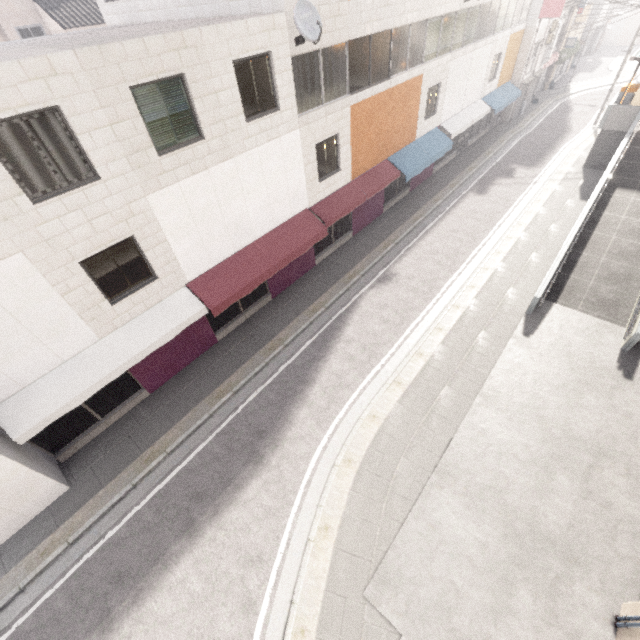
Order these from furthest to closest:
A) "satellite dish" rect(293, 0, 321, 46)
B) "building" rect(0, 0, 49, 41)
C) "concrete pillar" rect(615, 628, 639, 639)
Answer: "building" rect(0, 0, 49, 41) → "satellite dish" rect(293, 0, 321, 46) → "concrete pillar" rect(615, 628, 639, 639)

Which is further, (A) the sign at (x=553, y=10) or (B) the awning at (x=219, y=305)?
→ (A) the sign at (x=553, y=10)

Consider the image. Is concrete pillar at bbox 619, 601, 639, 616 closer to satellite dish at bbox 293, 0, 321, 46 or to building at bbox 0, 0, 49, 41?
satellite dish at bbox 293, 0, 321, 46

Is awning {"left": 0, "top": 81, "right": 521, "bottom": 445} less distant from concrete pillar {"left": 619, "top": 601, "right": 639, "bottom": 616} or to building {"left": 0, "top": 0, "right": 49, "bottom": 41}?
concrete pillar {"left": 619, "top": 601, "right": 639, "bottom": 616}

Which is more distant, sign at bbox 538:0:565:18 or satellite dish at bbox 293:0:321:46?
sign at bbox 538:0:565:18

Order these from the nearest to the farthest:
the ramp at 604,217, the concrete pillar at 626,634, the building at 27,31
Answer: the concrete pillar at 626,634 → the ramp at 604,217 → the building at 27,31

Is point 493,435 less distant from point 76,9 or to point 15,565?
point 15,565

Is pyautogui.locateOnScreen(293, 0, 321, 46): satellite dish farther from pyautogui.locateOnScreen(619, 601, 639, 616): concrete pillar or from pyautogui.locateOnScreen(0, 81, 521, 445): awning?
pyautogui.locateOnScreen(619, 601, 639, 616): concrete pillar
